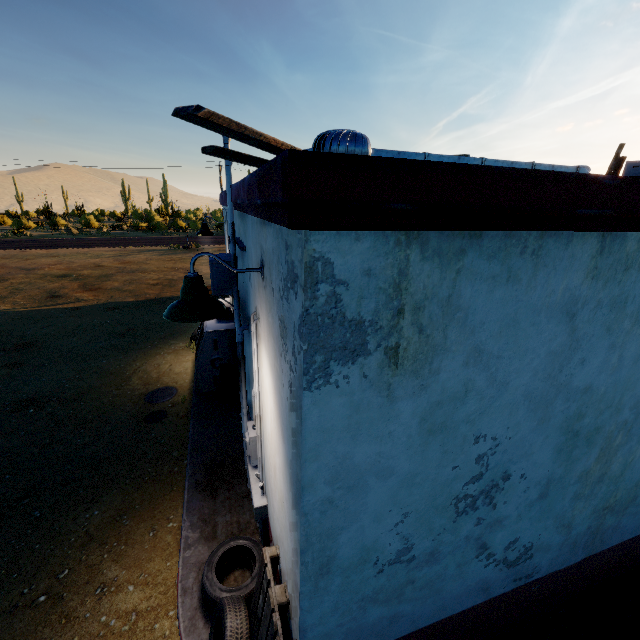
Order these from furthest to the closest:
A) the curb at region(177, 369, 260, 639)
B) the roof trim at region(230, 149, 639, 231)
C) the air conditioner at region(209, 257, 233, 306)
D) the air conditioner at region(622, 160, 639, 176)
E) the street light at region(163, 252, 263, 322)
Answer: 1. the air conditioner at region(622, 160, 639, 176)
2. the air conditioner at region(209, 257, 233, 306)
3. the curb at region(177, 369, 260, 639)
4. the street light at region(163, 252, 263, 322)
5. the roof trim at region(230, 149, 639, 231)

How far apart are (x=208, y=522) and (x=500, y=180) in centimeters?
501cm

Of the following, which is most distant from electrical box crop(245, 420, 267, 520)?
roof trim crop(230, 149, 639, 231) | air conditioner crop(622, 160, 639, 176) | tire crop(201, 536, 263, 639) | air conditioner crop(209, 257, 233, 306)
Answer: air conditioner crop(622, 160, 639, 176)

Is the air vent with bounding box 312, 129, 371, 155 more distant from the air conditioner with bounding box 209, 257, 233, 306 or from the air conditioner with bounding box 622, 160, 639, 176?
the air conditioner with bounding box 622, 160, 639, 176

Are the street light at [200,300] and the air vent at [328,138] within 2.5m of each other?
yes

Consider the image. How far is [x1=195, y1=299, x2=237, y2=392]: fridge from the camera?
6.87m

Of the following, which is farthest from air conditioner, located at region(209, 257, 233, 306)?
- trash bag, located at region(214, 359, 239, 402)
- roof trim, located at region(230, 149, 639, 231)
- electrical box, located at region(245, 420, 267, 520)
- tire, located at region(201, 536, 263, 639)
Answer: tire, located at region(201, 536, 263, 639)

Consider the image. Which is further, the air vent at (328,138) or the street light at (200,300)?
the air vent at (328,138)
